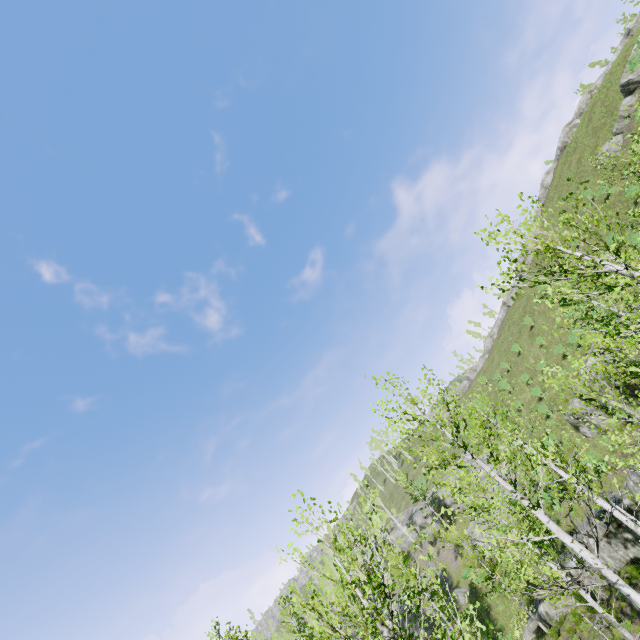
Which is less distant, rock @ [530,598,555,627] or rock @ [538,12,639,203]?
rock @ [530,598,555,627]

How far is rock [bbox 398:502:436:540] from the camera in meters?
44.2

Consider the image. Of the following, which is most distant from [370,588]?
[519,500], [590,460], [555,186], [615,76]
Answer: [555,186]

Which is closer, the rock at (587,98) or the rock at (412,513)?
the rock at (587,98)

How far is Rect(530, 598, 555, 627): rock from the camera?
A: 20.05m

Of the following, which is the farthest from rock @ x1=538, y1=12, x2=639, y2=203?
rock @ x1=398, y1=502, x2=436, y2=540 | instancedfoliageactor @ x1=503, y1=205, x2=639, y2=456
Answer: instancedfoliageactor @ x1=503, y1=205, x2=639, y2=456

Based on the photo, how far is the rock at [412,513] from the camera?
44.2 meters

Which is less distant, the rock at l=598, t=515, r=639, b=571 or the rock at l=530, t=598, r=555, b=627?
the rock at l=598, t=515, r=639, b=571
